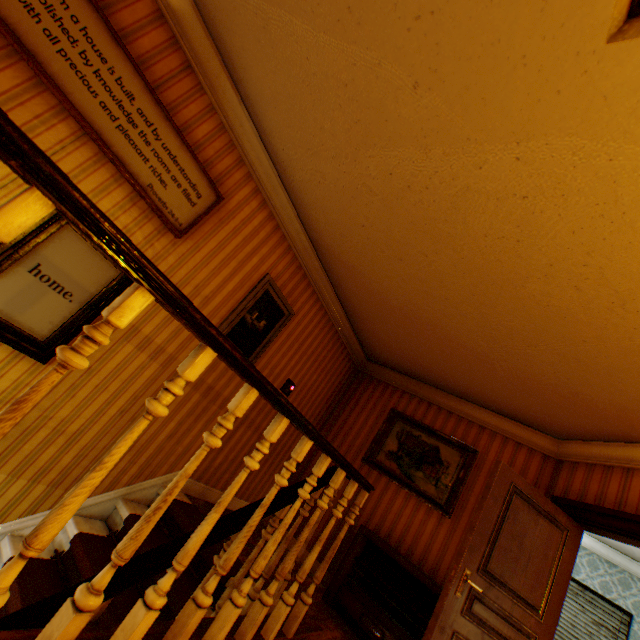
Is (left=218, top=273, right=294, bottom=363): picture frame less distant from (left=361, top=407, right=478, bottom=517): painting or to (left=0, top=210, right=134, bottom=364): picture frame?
(left=0, top=210, right=134, bottom=364): picture frame

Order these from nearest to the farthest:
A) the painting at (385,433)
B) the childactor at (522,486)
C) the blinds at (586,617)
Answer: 1. the childactor at (522,486)
2. the painting at (385,433)
3. the blinds at (586,617)

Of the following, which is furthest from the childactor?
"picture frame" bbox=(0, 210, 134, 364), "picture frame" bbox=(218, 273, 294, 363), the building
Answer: "picture frame" bbox=(0, 210, 134, 364)

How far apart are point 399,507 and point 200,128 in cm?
511

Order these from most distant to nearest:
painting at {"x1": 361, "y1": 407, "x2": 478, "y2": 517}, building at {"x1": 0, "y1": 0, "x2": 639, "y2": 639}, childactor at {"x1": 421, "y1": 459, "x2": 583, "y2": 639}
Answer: painting at {"x1": 361, "y1": 407, "x2": 478, "y2": 517}
childactor at {"x1": 421, "y1": 459, "x2": 583, "y2": 639}
building at {"x1": 0, "y1": 0, "x2": 639, "y2": 639}

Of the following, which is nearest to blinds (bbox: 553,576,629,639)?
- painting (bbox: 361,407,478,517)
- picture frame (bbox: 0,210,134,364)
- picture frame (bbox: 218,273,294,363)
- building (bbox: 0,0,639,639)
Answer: building (bbox: 0,0,639,639)

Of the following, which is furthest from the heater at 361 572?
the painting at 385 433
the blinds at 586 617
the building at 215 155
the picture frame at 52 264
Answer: the blinds at 586 617

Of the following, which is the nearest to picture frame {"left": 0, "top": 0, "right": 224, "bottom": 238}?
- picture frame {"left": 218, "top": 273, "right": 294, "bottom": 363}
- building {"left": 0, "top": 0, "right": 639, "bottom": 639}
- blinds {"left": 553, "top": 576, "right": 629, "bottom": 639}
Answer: building {"left": 0, "top": 0, "right": 639, "bottom": 639}
